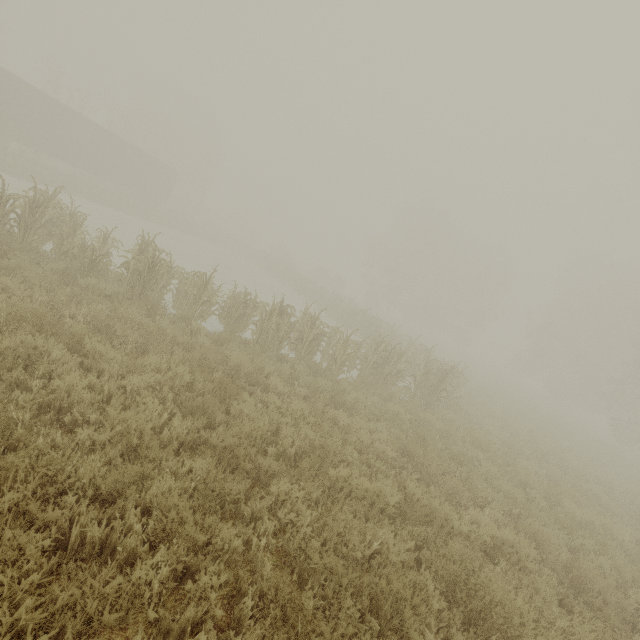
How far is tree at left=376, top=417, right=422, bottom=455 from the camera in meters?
7.0

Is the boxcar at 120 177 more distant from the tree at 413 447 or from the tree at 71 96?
the tree at 413 447

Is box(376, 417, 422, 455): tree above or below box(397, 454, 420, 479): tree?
above

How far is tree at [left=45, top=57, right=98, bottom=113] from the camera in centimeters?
2967cm

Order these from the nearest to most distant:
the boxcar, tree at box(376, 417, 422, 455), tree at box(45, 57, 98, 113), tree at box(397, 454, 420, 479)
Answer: tree at box(397, 454, 420, 479)
tree at box(376, 417, 422, 455)
the boxcar
tree at box(45, 57, 98, 113)

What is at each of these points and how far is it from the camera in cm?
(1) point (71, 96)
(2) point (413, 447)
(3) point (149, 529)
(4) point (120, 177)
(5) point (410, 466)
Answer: (1) tree, 3123
(2) tree, 701
(3) tree, 284
(4) boxcar, 2862
(5) tree, 660

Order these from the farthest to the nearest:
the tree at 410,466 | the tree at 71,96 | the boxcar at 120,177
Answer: the tree at 71,96 → the boxcar at 120,177 → the tree at 410,466
